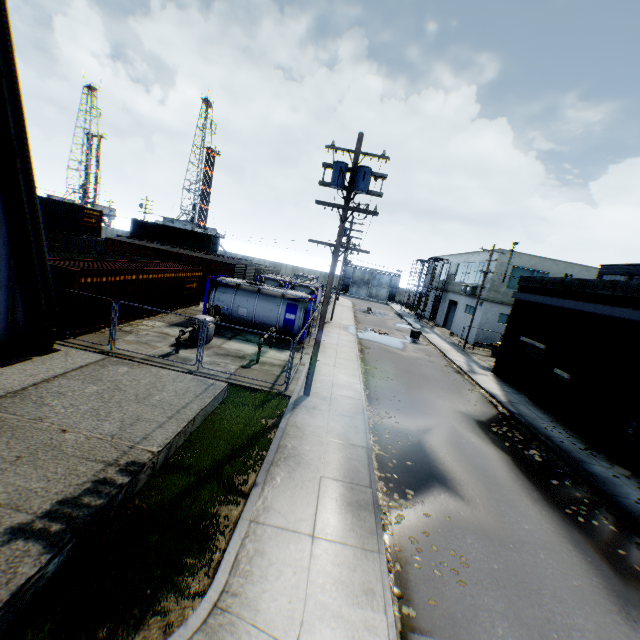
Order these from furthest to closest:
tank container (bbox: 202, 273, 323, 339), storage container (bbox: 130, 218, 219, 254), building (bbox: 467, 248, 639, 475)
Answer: storage container (bbox: 130, 218, 219, 254) → tank container (bbox: 202, 273, 323, 339) → building (bbox: 467, 248, 639, 475)

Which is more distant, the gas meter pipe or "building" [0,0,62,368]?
the gas meter pipe

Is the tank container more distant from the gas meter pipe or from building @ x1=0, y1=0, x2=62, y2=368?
building @ x1=0, y1=0, x2=62, y2=368

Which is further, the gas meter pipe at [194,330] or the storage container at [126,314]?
the storage container at [126,314]

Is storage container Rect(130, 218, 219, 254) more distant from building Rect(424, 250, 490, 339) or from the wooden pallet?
the wooden pallet

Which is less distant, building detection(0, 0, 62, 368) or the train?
building detection(0, 0, 62, 368)

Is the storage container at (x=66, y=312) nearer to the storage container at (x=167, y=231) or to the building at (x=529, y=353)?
the storage container at (x=167, y=231)

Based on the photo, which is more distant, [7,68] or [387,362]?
[387,362]
